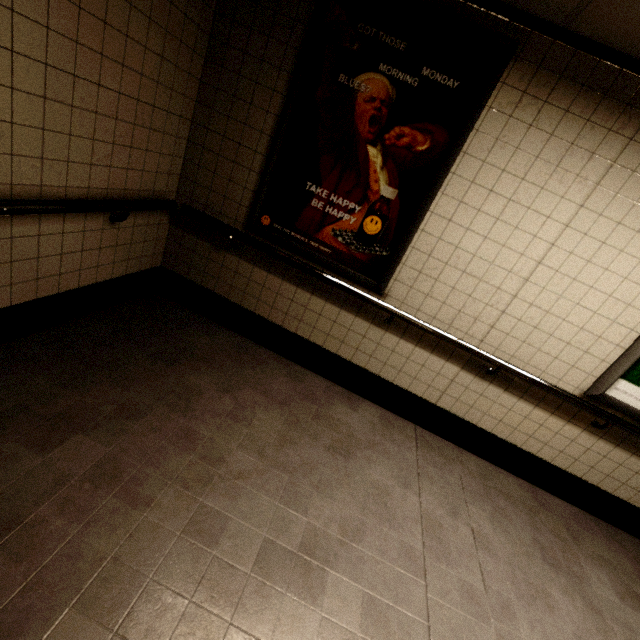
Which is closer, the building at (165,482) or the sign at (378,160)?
the building at (165,482)

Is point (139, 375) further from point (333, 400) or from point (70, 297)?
point (333, 400)

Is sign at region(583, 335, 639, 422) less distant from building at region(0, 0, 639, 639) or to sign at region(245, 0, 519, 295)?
building at region(0, 0, 639, 639)

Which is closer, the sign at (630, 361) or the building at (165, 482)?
the building at (165, 482)

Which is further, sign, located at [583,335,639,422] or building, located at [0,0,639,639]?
sign, located at [583,335,639,422]

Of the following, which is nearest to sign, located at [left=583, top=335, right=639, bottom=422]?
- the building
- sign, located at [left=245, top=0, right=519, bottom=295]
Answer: the building
